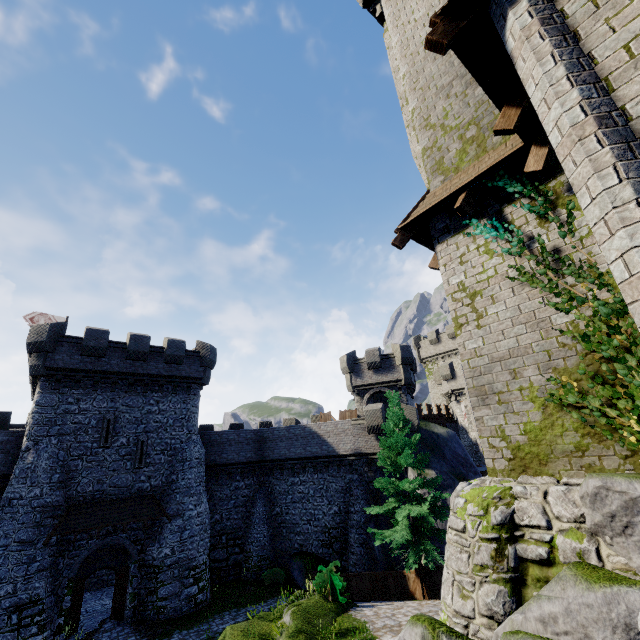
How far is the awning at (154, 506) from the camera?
17.7 meters

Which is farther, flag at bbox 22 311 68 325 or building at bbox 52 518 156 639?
flag at bbox 22 311 68 325

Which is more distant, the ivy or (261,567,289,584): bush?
(261,567,289,584): bush

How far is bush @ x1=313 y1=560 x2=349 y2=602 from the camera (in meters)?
14.06

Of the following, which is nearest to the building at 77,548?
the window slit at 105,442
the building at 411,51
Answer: the window slit at 105,442

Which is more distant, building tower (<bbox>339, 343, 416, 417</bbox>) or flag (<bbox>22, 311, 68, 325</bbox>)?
building tower (<bbox>339, 343, 416, 417</bbox>)

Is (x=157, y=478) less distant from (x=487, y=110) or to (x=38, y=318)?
(x=38, y=318)

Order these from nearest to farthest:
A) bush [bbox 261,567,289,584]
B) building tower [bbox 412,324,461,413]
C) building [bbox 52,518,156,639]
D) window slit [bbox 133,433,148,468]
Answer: building [bbox 52,518,156,639], window slit [bbox 133,433,148,468], bush [bbox 261,567,289,584], building tower [bbox 412,324,461,413]
